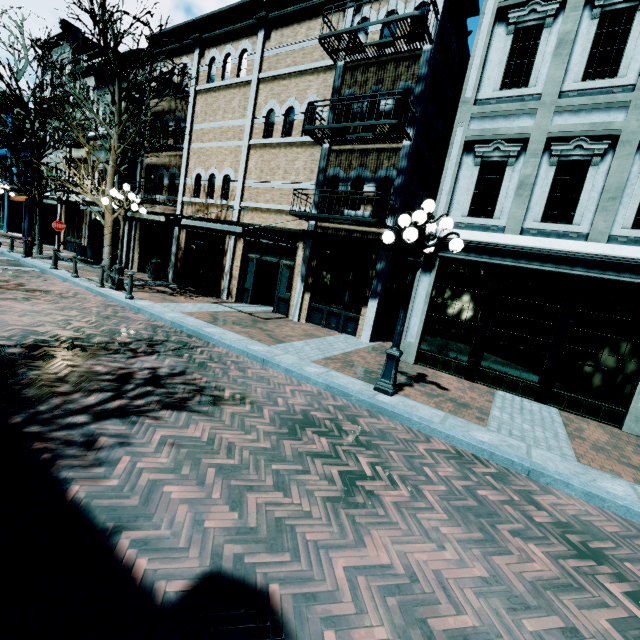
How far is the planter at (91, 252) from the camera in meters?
18.7 m

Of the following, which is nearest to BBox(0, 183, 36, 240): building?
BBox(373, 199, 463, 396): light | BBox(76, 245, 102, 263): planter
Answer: BBox(76, 245, 102, 263): planter

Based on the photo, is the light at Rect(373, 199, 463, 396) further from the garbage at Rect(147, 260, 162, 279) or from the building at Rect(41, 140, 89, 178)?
the garbage at Rect(147, 260, 162, 279)

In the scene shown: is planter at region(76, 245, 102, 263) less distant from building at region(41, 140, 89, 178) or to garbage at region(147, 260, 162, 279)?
building at region(41, 140, 89, 178)

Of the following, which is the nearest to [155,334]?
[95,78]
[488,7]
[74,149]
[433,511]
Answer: [433,511]

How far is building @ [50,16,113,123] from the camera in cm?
1883

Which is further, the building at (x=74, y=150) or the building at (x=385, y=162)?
the building at (x=74, y=150)
